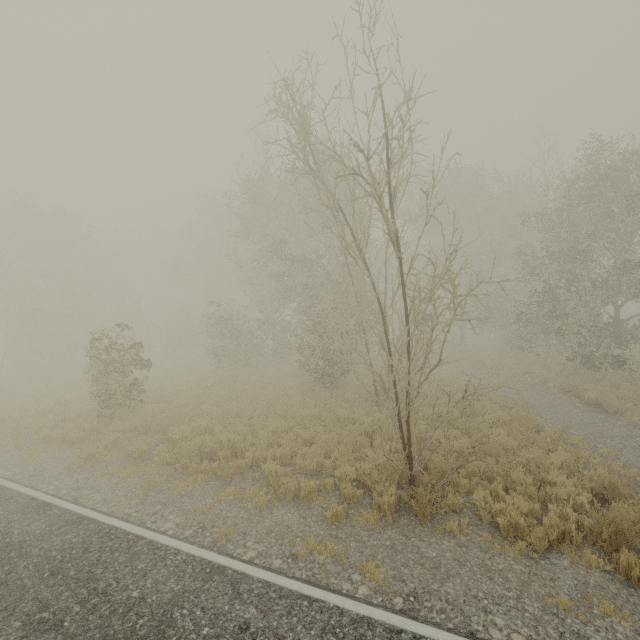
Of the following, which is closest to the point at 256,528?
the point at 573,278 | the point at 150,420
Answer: the point at 150,420
